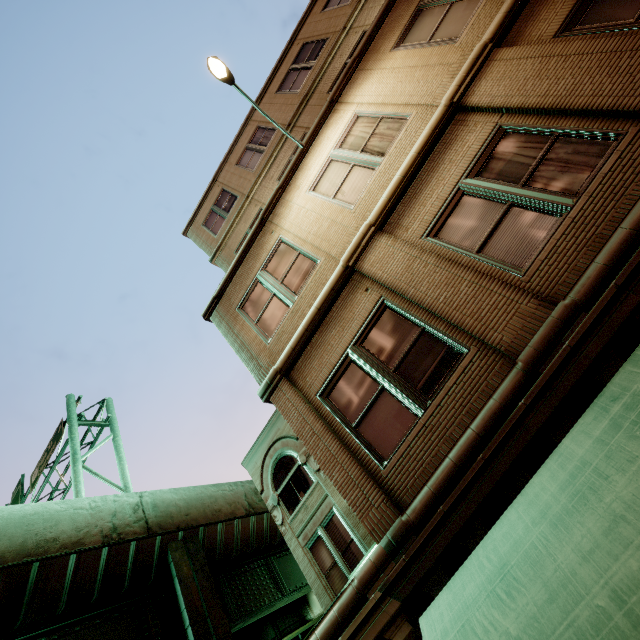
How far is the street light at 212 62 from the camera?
6.8m

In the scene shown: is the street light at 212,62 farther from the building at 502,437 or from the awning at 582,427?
the awning at 582,427

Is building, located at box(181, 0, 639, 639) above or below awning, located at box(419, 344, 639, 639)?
above

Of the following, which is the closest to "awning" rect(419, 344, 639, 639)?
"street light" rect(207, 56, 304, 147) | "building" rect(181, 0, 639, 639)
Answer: "building" rect(181, 0, 639, 639)

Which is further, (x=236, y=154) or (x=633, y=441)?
(x=236, y=154)

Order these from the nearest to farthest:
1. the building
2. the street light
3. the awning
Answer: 1. the awning
2. the building
3. the street light

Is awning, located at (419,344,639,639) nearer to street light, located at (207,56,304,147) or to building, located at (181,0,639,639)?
building, located at (181,0,639,639)
